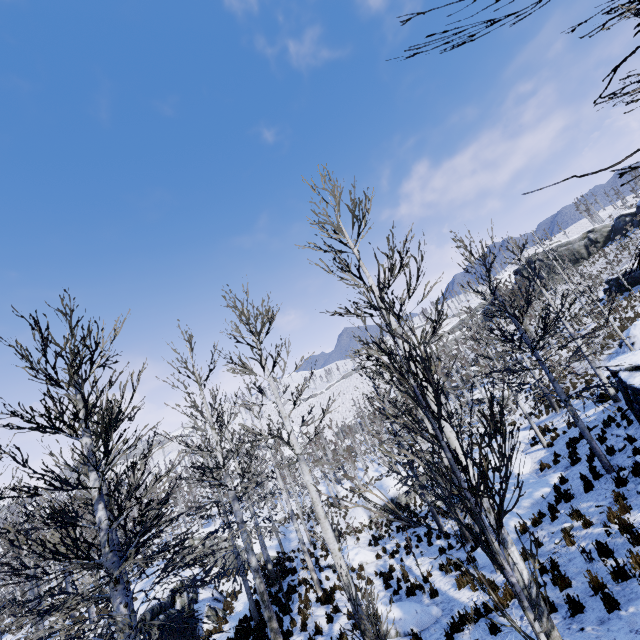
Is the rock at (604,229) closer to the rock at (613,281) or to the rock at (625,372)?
the rock at (613,281)

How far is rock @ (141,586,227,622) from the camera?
13.0 meters

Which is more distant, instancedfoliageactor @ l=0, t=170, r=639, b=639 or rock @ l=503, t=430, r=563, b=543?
rock @ l=503, t=430, r=563, b=543

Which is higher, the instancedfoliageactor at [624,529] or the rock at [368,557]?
the instancedfoliageactor at [624,529]

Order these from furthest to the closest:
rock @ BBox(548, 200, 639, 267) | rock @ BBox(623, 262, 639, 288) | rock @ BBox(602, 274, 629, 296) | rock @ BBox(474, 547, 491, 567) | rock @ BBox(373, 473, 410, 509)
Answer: rock @ BBox(548, 200, 639, 267)
rock @ BBox(602, 274, 629, 296)
rock @ BBox(623, 262, 639, 288)
rock @ BBox(373, 473, 410, 509)
rock @ BBox(474, 547, 491, 567)

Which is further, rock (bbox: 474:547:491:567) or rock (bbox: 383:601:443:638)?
rock (bbox: 474:547:491:567)

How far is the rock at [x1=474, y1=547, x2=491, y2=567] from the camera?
10.8 meters

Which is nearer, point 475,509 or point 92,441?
point 475,509
